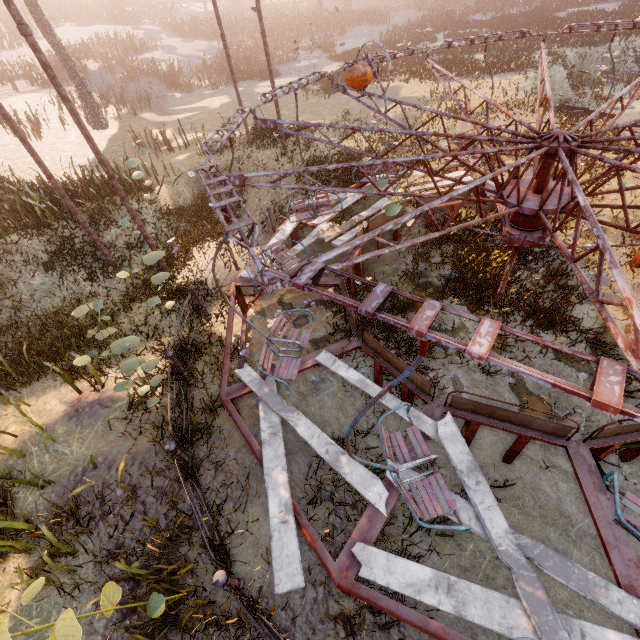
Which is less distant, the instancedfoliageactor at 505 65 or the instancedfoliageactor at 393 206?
the instancedfoliageactor at 393 206

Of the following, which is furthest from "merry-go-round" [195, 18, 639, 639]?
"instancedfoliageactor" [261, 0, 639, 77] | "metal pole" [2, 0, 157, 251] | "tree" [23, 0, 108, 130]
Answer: "tree" [23, 0, 108, 130]

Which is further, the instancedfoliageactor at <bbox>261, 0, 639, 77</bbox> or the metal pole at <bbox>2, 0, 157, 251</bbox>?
the instancedfoliageactor at <bbox>261, 0, 639, 77</bbox>

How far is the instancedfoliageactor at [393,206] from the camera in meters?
7.3

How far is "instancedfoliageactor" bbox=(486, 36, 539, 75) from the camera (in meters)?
17.30

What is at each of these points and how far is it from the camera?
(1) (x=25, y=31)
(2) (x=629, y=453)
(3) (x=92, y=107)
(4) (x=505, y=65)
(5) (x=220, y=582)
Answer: (1) metal pole, 5.7 meters
(2) merry-go-round, 4.9 meters
(3) tree, 17.7 meters
(4) instancedfoliageactor, 18.0 meters
(5) merry-go-round, 3.7 meters

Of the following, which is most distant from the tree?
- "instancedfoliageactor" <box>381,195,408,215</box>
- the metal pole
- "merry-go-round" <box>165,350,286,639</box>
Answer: "merry-go-round" <box>165,350,286,639</box>

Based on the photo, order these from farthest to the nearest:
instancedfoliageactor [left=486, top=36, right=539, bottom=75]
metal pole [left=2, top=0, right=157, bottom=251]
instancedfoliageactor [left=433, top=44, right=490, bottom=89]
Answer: instancedfoliageactor [left=433, top=44, right=490, bottom=89] → instancedfoliageactor [left=486, top=36, right=539, bottom=75] → metal pole [left=2, top=0, right=157, bottom=251]
